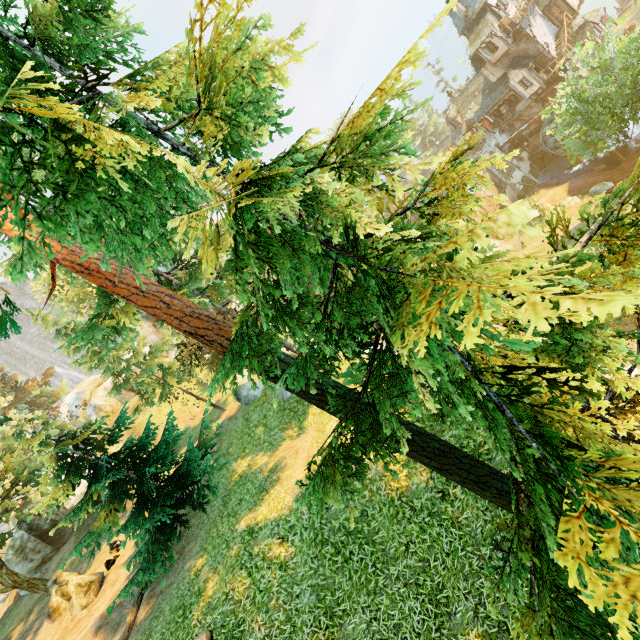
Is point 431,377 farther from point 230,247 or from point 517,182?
point 517,182

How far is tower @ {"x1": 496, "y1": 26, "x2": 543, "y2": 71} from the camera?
34.0 meters

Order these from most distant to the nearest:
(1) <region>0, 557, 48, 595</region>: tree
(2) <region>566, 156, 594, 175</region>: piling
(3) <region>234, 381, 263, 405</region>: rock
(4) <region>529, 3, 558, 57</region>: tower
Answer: (2) <region>566, 156, 594, 175</region>: piling, (4) <region>529, 3, 558, 57</region>: tower, (3) <region>234, 381, 263, 405</region>: rock, (1) <region>0, 557, 48, 595</region>: tree

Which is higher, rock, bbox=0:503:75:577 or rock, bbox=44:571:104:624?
rock, bbox=0:503:75:577

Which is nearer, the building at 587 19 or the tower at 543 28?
the building at 587 19

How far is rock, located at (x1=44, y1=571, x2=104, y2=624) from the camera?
14.56m

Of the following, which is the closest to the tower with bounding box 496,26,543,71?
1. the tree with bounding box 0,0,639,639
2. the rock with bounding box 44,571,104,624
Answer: the tree with bounding box 0,0,639,639

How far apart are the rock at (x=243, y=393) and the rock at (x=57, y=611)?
10.1 meters
